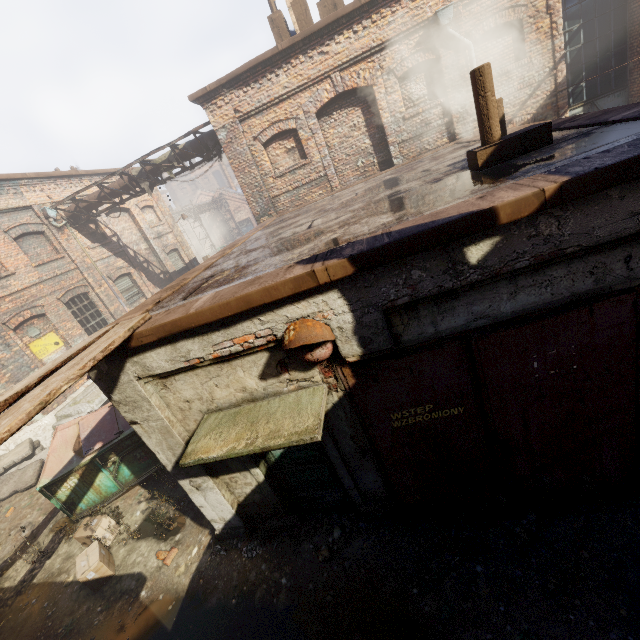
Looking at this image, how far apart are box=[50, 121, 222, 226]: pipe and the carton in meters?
11.3 m

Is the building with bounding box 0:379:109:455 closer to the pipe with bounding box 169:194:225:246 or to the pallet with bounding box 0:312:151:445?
the pipe with bounding box 169:194:225:246

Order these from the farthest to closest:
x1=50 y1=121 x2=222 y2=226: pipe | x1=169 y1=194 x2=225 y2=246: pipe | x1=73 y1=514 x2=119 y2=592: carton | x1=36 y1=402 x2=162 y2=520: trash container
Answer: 1. x1=169 y1=194 x2=225 y2=246: pipe
2. x1=50 y1=121 x2=222 y2=226: pipe
3. x1=36 y1=402 x2=162 y2=520: trash container
4. x1=73 y1=514 x2=119 y2=592: carton

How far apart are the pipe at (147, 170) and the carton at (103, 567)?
11.3 meters

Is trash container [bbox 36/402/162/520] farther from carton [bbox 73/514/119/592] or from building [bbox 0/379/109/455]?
building [bbox 0/379/109/455]

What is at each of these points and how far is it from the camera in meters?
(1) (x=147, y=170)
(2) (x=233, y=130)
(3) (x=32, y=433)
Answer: (1) pipe, 12.1 m
(2) building, 10.6 m
(3) building, 10.2 m

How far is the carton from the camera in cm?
523

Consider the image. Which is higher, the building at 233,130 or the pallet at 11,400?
the building at 233,130
